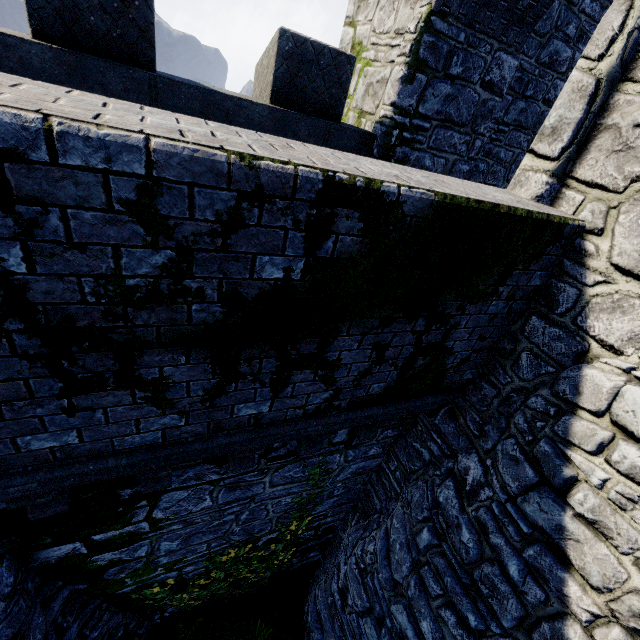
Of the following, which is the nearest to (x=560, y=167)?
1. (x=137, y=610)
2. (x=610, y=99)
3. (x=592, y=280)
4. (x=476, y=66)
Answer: (x=610, y=99)

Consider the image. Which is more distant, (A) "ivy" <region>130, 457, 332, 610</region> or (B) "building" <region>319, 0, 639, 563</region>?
(A) "ivy" <region>130, 457, 332, 610</region>

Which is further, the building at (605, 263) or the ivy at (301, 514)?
the ivy at (301, 514)

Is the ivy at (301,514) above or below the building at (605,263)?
below

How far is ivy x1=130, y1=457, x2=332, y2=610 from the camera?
5.9m

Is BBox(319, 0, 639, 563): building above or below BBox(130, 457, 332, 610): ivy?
above
